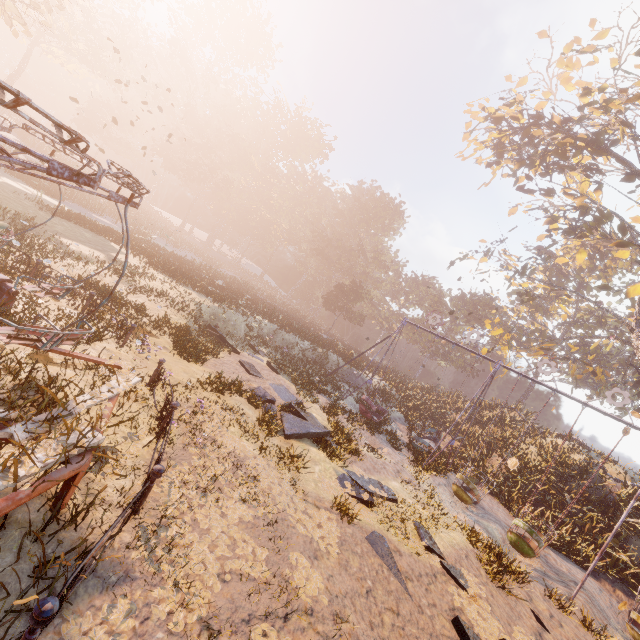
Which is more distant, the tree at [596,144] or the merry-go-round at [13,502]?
the tree at [596,144]

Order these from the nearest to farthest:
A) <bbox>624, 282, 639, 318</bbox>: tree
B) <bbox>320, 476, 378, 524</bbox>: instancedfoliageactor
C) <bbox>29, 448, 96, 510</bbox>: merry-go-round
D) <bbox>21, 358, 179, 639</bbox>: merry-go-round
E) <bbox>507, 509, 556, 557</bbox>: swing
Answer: <bbox>21, 358, 179, 639</bbox>: merry-go-round < <bbox>29, 448, 96, 510</bbox>: merry-go-round < <bbox>320, 476, 378, 524</bbox>: instancedfoliageactor < <bbox>507, 509, 556, 557</bbox>: swing < <bbox>624, 282, 639, 318</bbox>: tree

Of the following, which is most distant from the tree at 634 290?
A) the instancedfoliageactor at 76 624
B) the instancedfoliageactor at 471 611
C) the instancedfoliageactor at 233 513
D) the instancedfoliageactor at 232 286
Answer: the instancedfoliageactor at 76 624

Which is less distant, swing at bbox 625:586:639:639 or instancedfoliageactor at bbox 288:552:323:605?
instancedfoliageactor at bbox 288:552:323:605

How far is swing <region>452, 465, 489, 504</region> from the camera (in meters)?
13.22

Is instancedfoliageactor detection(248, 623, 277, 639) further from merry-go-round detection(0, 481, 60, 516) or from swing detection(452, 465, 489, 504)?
swing detection(452, 465, 489, 504)

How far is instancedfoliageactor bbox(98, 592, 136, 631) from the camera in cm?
318

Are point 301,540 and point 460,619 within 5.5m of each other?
yes
